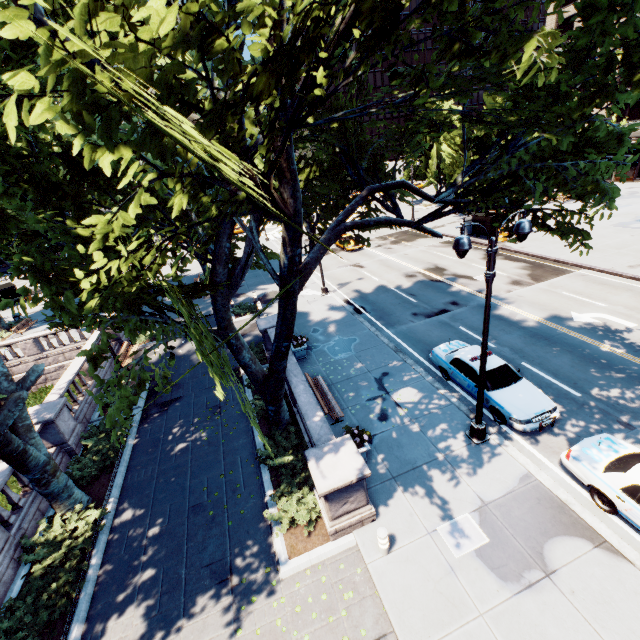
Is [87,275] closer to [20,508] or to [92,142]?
[92,142]

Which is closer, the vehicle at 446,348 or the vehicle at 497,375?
the vehicle at 497,375

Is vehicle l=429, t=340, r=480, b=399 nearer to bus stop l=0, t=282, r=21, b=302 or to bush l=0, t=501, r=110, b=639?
bush l=0, t=501, r=110, b=639

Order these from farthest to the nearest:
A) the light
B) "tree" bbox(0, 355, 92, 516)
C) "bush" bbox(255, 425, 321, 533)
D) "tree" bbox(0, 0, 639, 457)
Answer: "bush" bbox(255, 425, 321, 533)
"tree" bbox(0, 355, 92, 516)
the light
"tree" bbox(0, 0, 639, 457)

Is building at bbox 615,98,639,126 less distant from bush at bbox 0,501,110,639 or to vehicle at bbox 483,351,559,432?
vehicle at bbox 483,351,559,432

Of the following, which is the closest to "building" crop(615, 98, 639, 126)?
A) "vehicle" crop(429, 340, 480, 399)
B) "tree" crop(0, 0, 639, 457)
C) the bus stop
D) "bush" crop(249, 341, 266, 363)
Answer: "tree" crop(0, 0, 639, 457)

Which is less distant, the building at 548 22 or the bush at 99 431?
the bush at 99 431

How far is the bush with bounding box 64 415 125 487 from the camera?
12.3 meters
